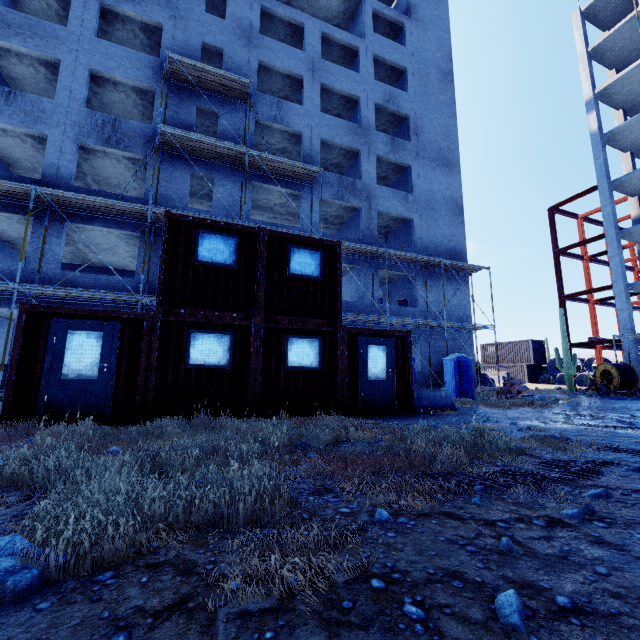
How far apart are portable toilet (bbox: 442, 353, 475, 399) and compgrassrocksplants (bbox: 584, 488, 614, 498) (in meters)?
14.46

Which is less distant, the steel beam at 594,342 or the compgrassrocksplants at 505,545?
the compgrassrocksplants at 505,545

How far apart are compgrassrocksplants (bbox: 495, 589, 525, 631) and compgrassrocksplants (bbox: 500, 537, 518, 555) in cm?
49

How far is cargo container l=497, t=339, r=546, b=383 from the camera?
33.9 meters

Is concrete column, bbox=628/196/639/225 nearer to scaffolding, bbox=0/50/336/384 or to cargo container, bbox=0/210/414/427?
scaffolding, bbox=0/50/336/384

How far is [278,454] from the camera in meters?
4.5

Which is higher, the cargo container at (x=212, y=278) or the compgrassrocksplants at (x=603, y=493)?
the cargo container at (x=212, y=278)

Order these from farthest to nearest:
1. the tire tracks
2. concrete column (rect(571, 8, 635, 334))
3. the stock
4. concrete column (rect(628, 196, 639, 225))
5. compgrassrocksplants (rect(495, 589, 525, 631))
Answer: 1. concrete column (rect(628, 196, 639, 225))
2. concrete column (rect(571, 8, 635, 334))
3. the stock
4. the tire tracks
5. compgrassrocksplants (rect(495, 589, 525, 631))
